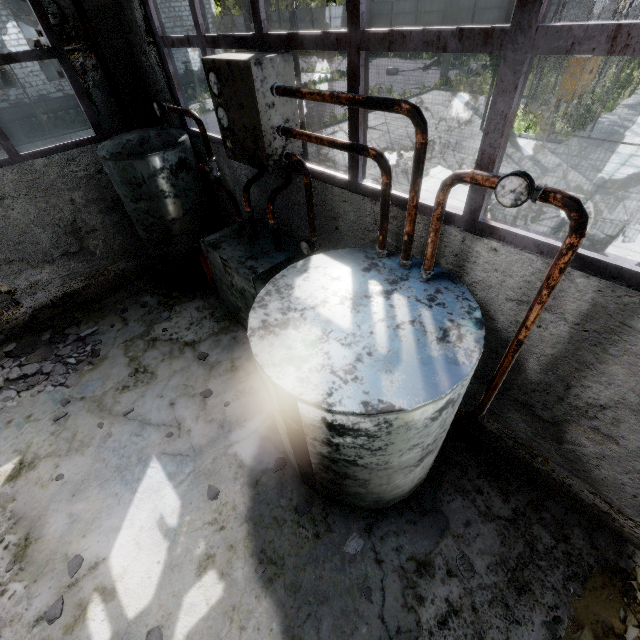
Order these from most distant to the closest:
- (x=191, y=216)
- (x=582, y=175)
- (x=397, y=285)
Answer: (x=582, y=175) < (x=191, y=216) < (x=397, y=285)

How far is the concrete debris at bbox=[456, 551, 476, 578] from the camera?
3.12m

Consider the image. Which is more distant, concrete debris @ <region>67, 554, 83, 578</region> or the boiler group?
concrete debris @ <region>67, 554, 83, 578</region>

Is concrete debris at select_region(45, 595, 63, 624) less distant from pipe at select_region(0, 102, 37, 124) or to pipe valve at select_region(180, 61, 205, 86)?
pipe at select_region(0, 102, 37, 124)

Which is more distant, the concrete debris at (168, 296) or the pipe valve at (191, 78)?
the pipe valve at (191, 78)

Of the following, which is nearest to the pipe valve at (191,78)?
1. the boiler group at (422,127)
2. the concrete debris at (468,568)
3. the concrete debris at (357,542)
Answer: the boiler group at (422,127)

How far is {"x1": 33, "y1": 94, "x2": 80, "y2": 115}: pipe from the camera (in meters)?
18.18

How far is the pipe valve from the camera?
21.95m
